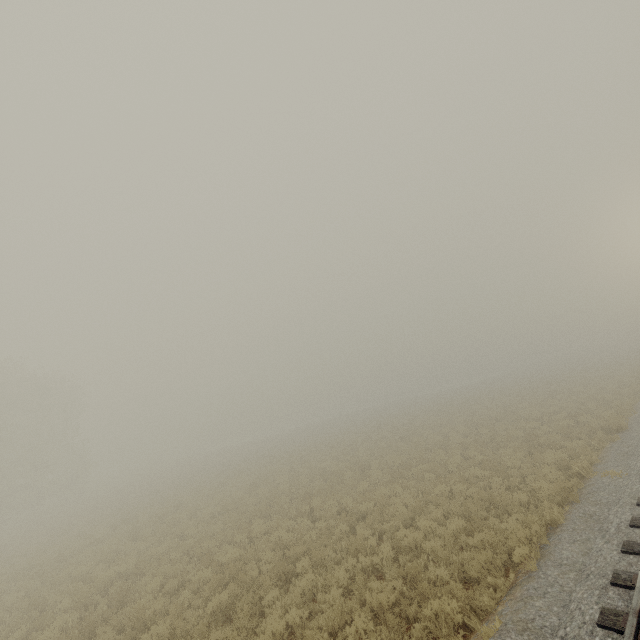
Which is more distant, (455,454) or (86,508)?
(86,508)
